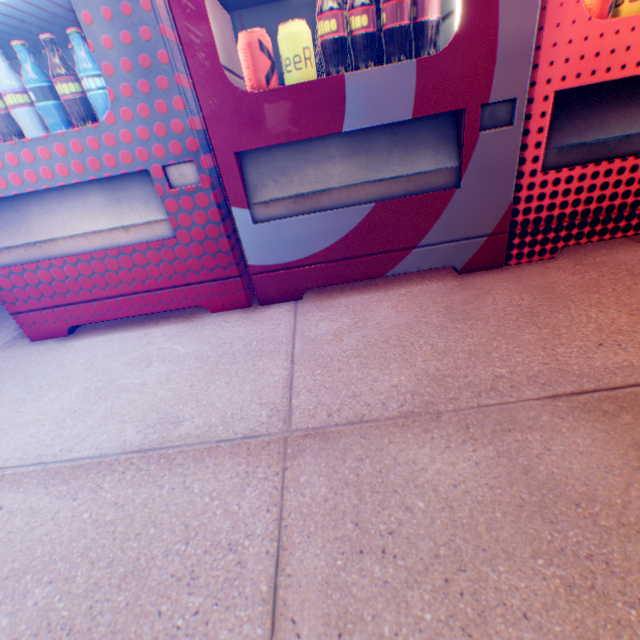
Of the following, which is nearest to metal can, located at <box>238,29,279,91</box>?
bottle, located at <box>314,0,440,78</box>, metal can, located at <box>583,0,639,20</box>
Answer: bottle, located at <box>314,0,440,78</box>

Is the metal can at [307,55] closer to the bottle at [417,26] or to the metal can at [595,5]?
the bottle at [417,26]

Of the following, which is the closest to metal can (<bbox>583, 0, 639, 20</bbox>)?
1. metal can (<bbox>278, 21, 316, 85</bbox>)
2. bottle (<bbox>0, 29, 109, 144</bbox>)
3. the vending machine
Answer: the vending machine

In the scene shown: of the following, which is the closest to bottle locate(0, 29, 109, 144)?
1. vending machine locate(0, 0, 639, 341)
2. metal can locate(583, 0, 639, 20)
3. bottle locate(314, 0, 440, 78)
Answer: vending machine locate(0, 0, 639, 341)

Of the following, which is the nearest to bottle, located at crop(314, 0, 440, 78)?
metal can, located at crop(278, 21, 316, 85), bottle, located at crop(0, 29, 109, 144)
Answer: metal can, located at crop(278, 21, 316, 85)

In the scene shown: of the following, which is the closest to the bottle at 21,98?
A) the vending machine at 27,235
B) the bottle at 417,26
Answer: the vending machine at 27,235

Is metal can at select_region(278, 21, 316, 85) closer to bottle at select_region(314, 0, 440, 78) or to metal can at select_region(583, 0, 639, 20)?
bottle at select_region(314, 0, 440, 78)

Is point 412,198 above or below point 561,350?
above
